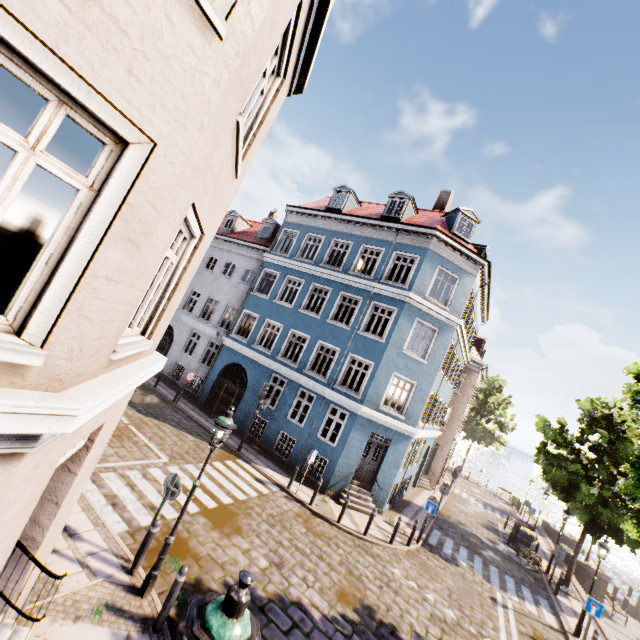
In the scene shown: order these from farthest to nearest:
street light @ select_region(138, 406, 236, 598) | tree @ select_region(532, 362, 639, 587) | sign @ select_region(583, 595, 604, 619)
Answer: sign @ select_region(583, 595, 604, 619), tree @ select_region(532, 362, 639, 587), street light @ select_region(138, 406, 236, 598)

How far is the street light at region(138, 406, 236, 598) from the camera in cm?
621

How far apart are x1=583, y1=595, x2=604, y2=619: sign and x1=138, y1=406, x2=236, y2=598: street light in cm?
1430

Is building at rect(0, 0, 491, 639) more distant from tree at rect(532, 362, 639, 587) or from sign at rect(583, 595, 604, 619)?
sign at rect(583, 595, 604, 619)

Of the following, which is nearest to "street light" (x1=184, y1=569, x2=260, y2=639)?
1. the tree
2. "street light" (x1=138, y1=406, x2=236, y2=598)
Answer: "street light" (x1=138, y1=406, x2=236, y2=598)

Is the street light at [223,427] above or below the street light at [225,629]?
below

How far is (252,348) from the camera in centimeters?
1933cm

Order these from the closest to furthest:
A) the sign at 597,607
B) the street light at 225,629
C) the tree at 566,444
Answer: the street light at 225,629
the tree at 566,444
the sign at 597,607
